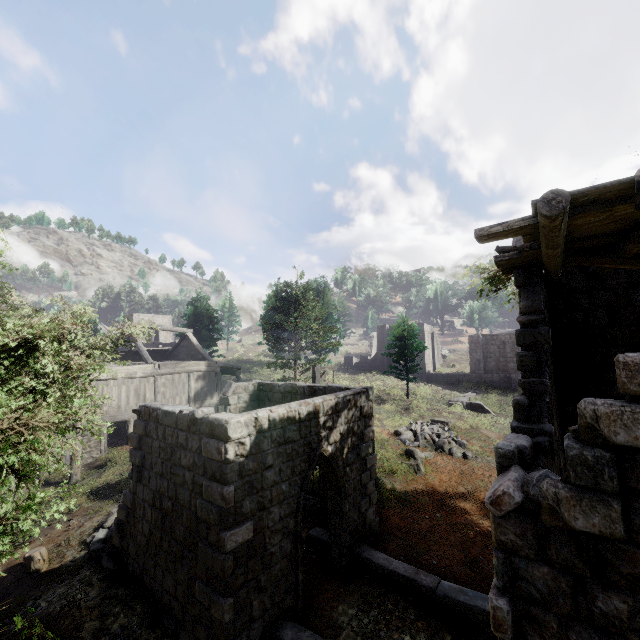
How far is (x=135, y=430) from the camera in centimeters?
884cm

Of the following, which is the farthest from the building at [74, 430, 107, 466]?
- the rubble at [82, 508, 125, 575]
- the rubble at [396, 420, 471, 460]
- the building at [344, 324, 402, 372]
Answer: the building at [344, 324, 402, 372]

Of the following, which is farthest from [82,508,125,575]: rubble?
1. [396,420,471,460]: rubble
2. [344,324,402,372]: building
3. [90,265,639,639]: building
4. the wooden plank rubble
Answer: the wooden plank rubble

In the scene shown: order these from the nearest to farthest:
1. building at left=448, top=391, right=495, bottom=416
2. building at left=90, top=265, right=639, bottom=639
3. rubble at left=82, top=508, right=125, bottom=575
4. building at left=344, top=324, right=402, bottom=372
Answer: building at left=90, top=265, right=639, bottom=639 < rubble at left=82, top=508, right=125, bottom=575 < building at left=448, top=391, right=495, bottom=416 < building at left=344, top=324, right=402, bottom=372

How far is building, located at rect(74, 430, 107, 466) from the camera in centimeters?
1614cm

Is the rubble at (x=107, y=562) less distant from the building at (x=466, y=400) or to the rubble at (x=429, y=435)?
the building at (x=466, y=400)

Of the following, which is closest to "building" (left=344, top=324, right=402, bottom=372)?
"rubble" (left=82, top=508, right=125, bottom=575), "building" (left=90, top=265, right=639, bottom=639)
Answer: "building" (left=90, top=265, right=639, bottom=639)

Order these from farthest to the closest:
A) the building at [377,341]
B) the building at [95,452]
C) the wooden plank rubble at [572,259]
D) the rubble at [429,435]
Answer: the building at [377,341] → the rubble at [429,435] → the building at [95,452] → the wooden plank rubble at [572,259]
